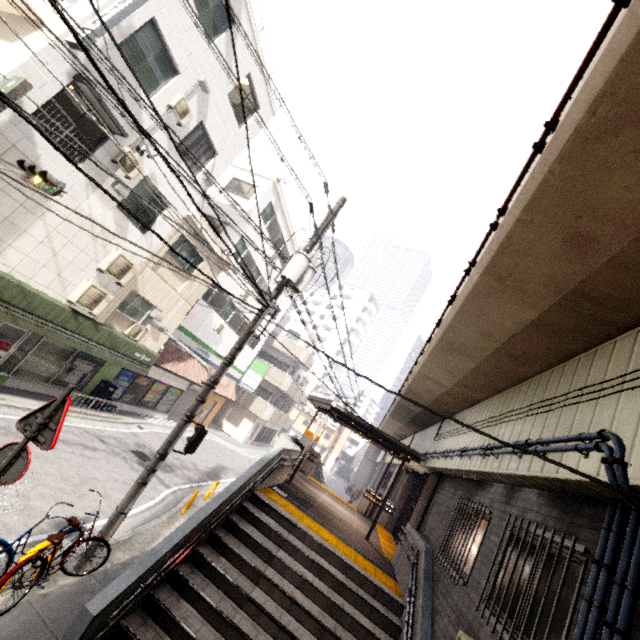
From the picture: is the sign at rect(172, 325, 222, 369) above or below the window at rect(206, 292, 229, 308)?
below

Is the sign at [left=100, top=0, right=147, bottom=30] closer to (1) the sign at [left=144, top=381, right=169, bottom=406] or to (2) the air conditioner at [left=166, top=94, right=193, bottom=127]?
(2) the air conditioner at [left=166, top=94, right=193, bottom=127]

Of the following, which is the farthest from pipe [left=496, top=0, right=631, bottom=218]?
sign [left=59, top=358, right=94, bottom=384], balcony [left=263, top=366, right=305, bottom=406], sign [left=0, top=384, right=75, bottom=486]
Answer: balcony [left=263, top=366, right=305, bottom=406]

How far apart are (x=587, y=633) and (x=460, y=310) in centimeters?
373cm

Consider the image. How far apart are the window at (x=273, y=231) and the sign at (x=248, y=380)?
10.0 meters

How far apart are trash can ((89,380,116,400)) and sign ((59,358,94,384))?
0.74m

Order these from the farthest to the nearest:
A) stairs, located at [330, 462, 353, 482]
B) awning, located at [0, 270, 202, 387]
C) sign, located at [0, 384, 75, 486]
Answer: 1. stairs, located at [330, 462, 353, 482]
2. awning, located at [0, 270, 202, 387]
3. sign, located at [0, 384, 75, 486]

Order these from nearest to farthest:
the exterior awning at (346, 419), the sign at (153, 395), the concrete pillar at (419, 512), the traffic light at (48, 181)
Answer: the traffic light at (48, 181) < the concrete pillar at (419, 512) < the exterior awning at (346, 419) < the sign at (153, 395)
